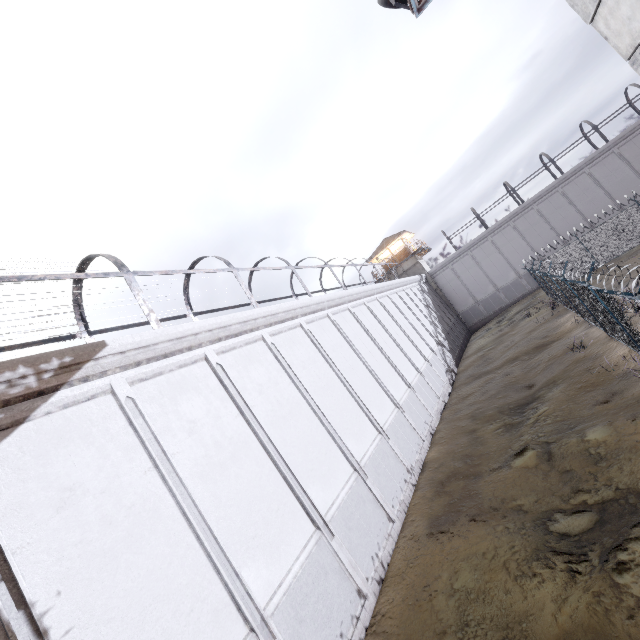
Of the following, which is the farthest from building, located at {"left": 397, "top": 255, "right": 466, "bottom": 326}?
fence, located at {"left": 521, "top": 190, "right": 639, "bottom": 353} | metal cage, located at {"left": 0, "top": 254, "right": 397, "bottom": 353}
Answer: fence, located at {"left": 521, "top": 190, "right": 639, "bottom": 353}

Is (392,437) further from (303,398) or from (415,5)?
(415,5)

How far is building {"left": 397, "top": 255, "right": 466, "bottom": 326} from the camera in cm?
3853

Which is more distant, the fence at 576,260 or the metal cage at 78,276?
the fence at 576,260

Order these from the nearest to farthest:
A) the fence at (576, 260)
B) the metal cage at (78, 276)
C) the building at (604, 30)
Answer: the building at (604, 30) < the metal cage at (78, 276) < the fence at (576, 260)

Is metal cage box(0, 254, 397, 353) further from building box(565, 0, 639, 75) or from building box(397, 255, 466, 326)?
building box(565, 0, 639, 75)

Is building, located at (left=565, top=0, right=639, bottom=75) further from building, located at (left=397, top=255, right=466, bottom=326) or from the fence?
building, located at (left=397, top=255, right=466, bottom=326)

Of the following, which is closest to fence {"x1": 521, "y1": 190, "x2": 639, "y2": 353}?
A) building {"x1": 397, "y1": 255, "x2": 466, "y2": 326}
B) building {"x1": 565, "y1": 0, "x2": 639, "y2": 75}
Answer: building {"x1": 565, "y1": 0, "x2": 639, "y2": 75}
